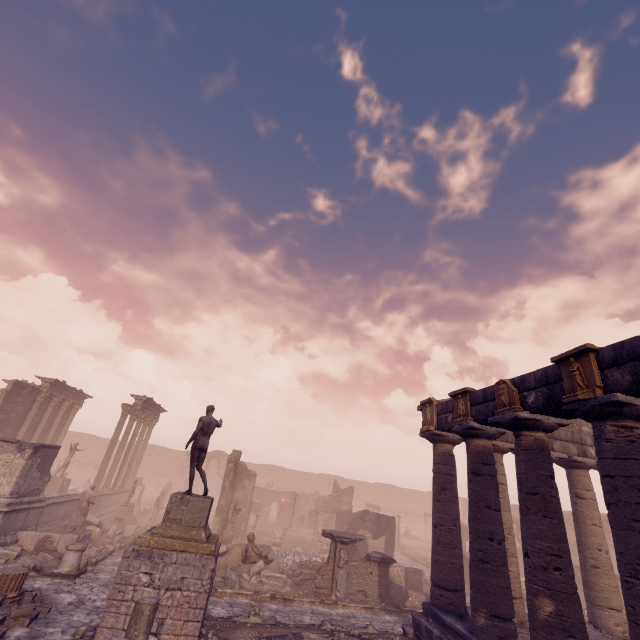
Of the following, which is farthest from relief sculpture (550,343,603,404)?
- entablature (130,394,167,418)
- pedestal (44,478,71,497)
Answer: pedestal (44,478,71,497)

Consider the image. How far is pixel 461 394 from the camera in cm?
1116

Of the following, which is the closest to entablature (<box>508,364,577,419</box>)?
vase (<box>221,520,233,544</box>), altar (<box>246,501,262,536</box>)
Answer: vase (<box>221,520,233,544</box>)

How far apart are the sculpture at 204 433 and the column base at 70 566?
5.56m

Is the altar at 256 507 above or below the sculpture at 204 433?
below

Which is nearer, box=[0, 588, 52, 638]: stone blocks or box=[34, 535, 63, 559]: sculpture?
box=[0, 588, 52, 638]: stone blocks

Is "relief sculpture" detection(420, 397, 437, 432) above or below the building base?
above

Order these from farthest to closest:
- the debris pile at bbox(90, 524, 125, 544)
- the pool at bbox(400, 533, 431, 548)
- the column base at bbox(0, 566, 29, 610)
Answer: the pool at bbox(400, 533, 431, 548), the debris pile at bbox(90, 524, 125, 544), the column base at bbox(0, 566, 29, 610)
